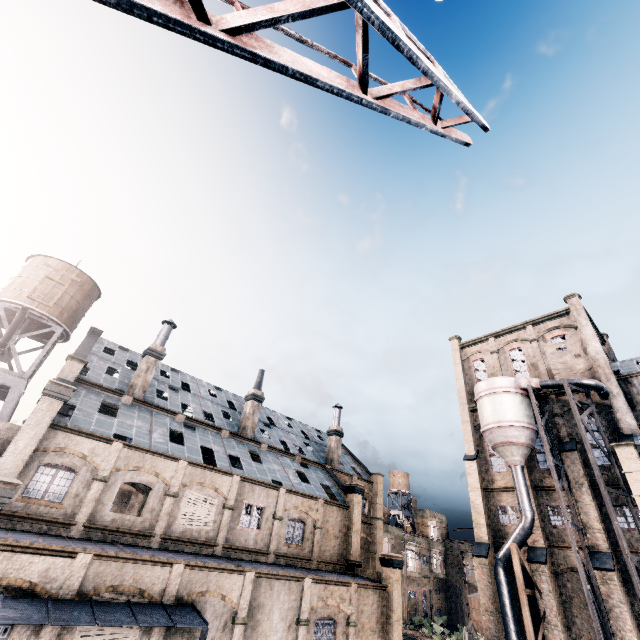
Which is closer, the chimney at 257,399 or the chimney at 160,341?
the chimney at 160,341

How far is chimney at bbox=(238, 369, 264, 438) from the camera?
32.59m

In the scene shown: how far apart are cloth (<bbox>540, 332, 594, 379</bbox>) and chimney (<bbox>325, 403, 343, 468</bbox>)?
24.2 meters

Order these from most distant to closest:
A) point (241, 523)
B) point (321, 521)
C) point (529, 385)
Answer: point (529, 385)
point (321, 521)
point (241, 523)

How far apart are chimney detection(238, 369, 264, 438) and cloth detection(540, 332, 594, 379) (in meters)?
31.03

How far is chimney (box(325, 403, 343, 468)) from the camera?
38.78m

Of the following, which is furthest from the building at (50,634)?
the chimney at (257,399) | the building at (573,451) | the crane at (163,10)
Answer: the crane at (163,10)

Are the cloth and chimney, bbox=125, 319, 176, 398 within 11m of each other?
no
